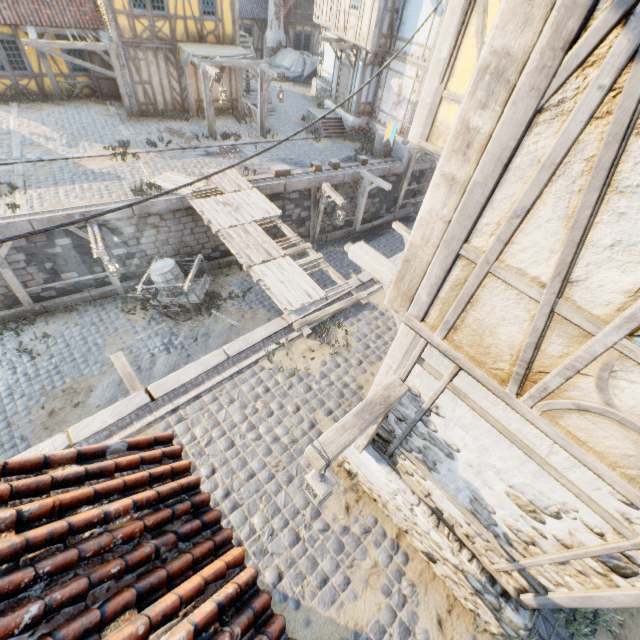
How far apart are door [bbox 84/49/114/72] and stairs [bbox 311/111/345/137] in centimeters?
992cm

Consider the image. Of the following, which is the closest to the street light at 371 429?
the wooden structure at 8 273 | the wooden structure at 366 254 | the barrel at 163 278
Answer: the wooden structure at 366 254

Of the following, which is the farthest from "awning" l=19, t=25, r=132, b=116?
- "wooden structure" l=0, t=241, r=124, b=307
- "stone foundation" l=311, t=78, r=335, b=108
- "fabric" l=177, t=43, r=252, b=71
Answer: "stone foundation" l=311, t=78, r=335, b=108

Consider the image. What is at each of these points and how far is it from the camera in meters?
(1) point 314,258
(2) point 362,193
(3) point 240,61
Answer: (1) wooden structure, 10.1 m
(2) wooden structure, 15.8 m
(3) awning, 14.6 m

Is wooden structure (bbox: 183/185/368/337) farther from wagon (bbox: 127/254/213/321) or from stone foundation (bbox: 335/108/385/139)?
stone foundation (bbox: 335/108/385/139)

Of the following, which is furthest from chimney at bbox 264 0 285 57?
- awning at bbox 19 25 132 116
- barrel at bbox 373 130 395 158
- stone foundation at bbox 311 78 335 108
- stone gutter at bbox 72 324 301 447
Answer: stone gutter at bbox 72 324 301 447

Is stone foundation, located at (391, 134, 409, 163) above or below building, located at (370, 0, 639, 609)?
below

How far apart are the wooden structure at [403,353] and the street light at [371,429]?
0.6 meters
